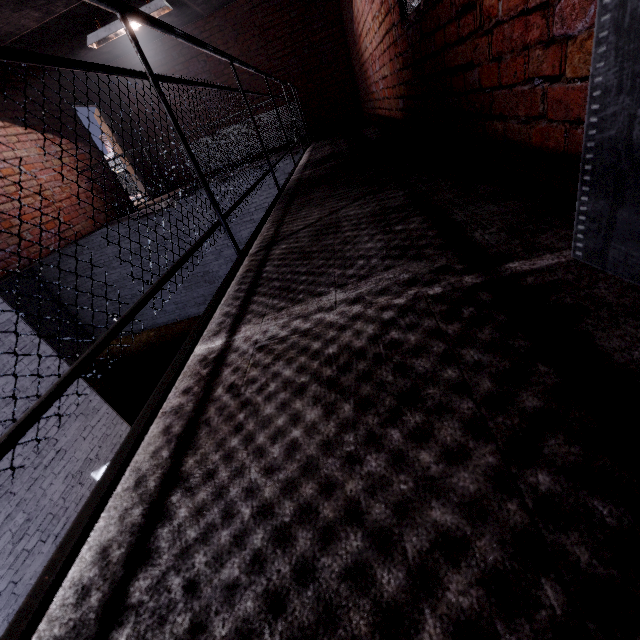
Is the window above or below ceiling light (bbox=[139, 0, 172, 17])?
below

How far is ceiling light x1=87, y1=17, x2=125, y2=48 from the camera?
4.0 meters

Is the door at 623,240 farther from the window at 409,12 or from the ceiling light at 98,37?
the ceiling light at 98,37

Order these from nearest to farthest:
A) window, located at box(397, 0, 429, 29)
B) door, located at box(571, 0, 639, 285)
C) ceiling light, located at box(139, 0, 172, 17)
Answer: door, located at box(571, 0, 639, 285)
window, located at box(397, 0, 429, 29)
ceiling light, located at box(139, 0, 172, 17)

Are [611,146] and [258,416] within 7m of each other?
yes

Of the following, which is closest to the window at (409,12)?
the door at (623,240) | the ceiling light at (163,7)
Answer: the door at (623,240)

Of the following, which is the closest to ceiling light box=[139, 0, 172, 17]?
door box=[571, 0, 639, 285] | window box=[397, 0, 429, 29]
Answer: window box=[397, 0, 429, 29]
